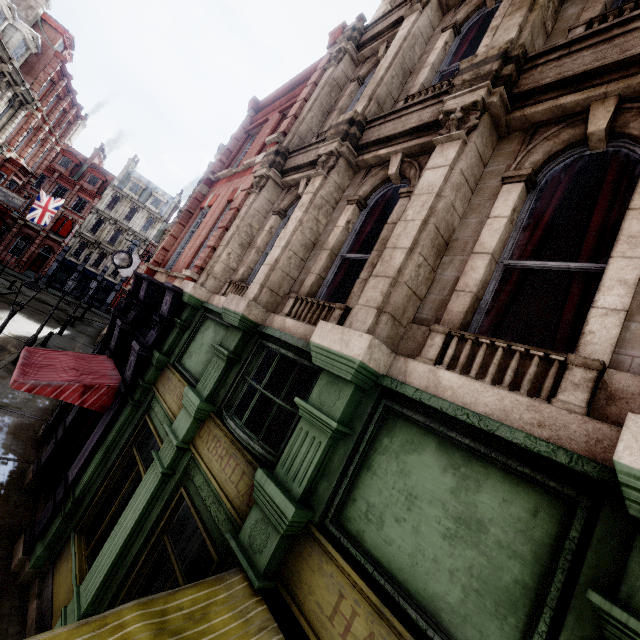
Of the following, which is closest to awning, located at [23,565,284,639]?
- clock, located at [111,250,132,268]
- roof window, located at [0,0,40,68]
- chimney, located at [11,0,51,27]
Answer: clock, located at [111,250,132,268]

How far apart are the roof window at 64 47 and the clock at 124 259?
20.7 meters

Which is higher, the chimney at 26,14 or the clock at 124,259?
the chimney at 26,14

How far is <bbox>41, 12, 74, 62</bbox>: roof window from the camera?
24.7 meters

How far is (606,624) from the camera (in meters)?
1.49

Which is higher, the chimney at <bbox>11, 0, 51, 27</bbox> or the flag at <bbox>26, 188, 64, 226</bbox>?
the chimney at <bbox>11, 0, 51, 27</bbox>

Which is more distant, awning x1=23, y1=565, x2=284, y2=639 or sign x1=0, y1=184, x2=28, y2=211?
sign x1=0, y1=184, x2=28, y2=211

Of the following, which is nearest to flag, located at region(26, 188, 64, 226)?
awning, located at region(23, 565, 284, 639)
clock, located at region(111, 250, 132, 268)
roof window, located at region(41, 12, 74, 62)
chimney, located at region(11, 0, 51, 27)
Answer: roof window, located at region(41, 12, 74, 62)
